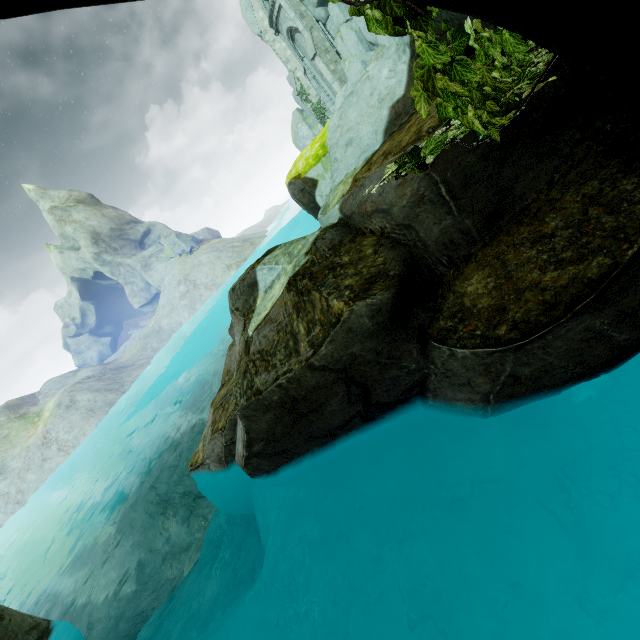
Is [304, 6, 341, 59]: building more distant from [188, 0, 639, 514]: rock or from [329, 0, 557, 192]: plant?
[329, 0, 557, 192]: plant

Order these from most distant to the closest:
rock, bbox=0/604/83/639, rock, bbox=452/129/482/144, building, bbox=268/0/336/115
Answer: building, bbox=268/0/336/115 < rock, bbox=0/604/83/639 < rock, bbox=452/129/482/144

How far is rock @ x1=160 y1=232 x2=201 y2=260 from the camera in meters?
52.1

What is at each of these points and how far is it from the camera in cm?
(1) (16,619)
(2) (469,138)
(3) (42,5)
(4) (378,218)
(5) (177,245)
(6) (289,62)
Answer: (1) rock, 587
(2) rock, 301
(3) bridge, 96
(4) rock, 397
(5) rock, 5206
(6) buttress, 3469

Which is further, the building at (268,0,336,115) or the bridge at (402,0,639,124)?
the building at (268,0,336,115)

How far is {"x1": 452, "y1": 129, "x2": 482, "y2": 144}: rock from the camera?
3.0m

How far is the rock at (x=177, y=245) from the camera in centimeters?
5206cm

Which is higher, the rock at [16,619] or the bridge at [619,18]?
the bridge at [619,18]
